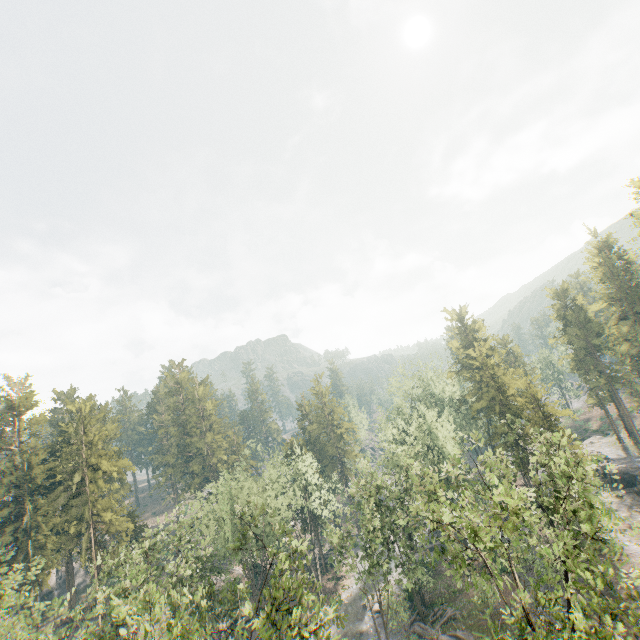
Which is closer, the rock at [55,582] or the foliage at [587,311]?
the foliage at [587,311]

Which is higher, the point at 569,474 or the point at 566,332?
the point at 566,332

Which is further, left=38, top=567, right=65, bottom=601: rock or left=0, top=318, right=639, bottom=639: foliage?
left=38, top=567, right=65, bottom=601: rock

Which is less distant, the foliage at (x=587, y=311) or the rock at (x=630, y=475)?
the rock at (x=630, y=475)

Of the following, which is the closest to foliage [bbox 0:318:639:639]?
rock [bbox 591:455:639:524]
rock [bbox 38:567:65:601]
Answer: rock [bbox 38:567:65:601]

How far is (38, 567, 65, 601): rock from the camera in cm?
5538
